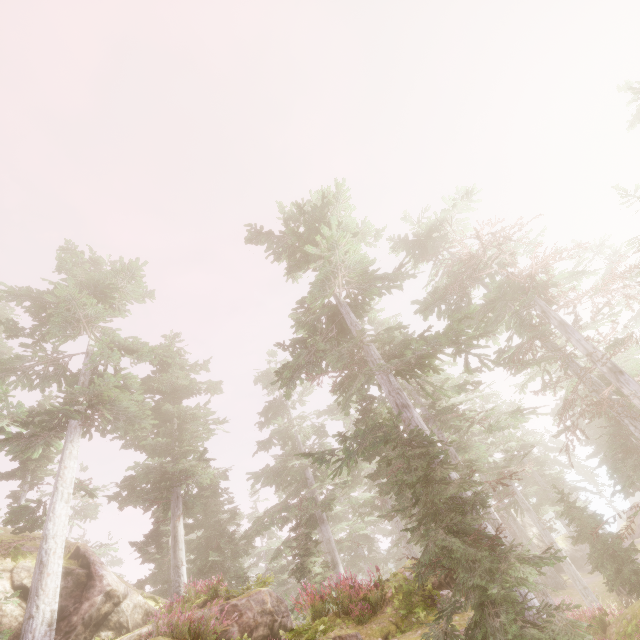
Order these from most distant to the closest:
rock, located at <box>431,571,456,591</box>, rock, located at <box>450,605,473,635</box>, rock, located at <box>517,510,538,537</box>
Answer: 1. rock, located at <box>517,510,538,537</box>
2. rock, located at <box>431,571,456,591</box>
3. rock, located at <box>450,605,473,635</box>

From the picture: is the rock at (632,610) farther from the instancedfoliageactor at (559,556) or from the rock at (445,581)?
the rock at (445,581)

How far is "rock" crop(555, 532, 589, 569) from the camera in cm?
3075

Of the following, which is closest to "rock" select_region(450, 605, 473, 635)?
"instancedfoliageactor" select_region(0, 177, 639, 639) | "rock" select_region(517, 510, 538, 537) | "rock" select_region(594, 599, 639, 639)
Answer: "instancedfoliageactor" select_region(0, 177, 639, 639)

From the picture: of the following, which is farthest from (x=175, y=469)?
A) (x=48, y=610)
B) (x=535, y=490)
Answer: (x=535, y=490)

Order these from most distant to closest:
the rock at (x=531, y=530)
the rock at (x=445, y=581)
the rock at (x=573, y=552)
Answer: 1. the rock at (x=531, y=530)
2. the rock at (x=573, y=552)
3. the rock at (x=445, y=581)

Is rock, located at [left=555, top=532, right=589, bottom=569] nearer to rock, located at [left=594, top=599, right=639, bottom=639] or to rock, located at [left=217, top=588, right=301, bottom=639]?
rock, located at [left=594, top=599, right=639, bottom=639]
